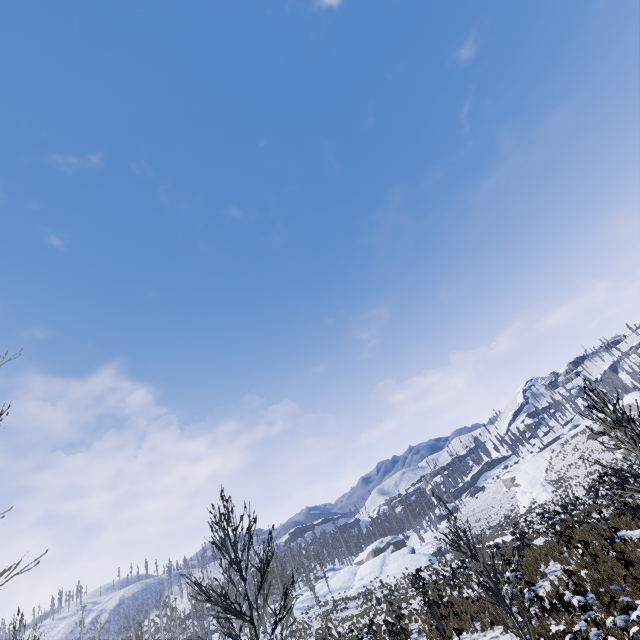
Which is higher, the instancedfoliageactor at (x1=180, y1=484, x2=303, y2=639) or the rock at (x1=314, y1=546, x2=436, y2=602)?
the instancedfoliageactor at (x1=180, y1=484, x2=303, y2=639)

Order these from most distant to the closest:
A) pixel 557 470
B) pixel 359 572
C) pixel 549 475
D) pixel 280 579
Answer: pixel 549 475, pixel 557 470, pixel 359 572, pixel 280 579

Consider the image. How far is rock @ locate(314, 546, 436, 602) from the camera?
45.2 meters

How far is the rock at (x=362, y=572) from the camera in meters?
45.2

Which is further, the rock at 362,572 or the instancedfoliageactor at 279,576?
the rock at 362,572

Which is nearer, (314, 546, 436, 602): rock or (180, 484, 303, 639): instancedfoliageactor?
(180, 484, 303, 639): instancedfoliageactor
